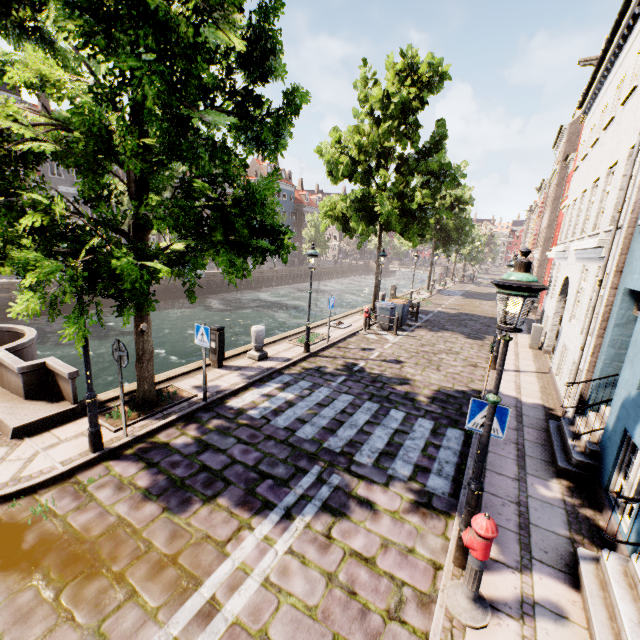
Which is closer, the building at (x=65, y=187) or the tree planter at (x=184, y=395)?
the tree planter at (x=184, y=395)

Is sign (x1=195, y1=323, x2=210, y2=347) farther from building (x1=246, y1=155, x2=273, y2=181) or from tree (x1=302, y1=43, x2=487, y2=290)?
building (x1=246, y1=155, x2=273, y2=181)

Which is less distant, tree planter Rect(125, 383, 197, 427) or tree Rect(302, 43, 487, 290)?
tree planter Rect(125, 383, 197, 427)

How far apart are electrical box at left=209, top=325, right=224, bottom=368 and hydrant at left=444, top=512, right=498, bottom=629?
7.63m

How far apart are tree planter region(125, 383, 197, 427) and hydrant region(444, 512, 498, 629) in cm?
615

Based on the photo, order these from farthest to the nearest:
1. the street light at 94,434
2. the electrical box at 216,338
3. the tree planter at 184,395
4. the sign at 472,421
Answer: the electrical box at 216,338, the tree planter at 184,395, the street light at 94,434, the sign at 472,421

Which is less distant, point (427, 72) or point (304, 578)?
point (304, 578)
